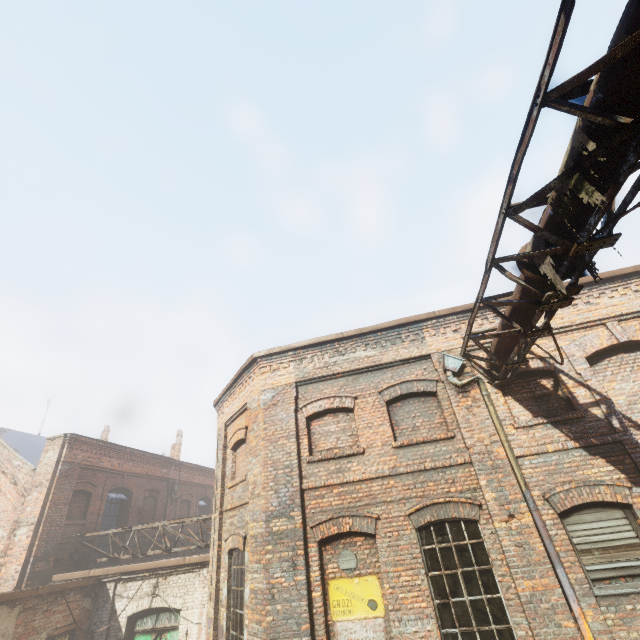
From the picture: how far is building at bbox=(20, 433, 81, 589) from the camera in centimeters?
1038cm

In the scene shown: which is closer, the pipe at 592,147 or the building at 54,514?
the pipe at 592,147

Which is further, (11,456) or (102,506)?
(102,506)

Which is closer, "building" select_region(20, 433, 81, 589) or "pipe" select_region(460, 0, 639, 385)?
"pipe" select_region(460, 0, 639, 385)

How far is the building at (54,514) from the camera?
10.4 meters
